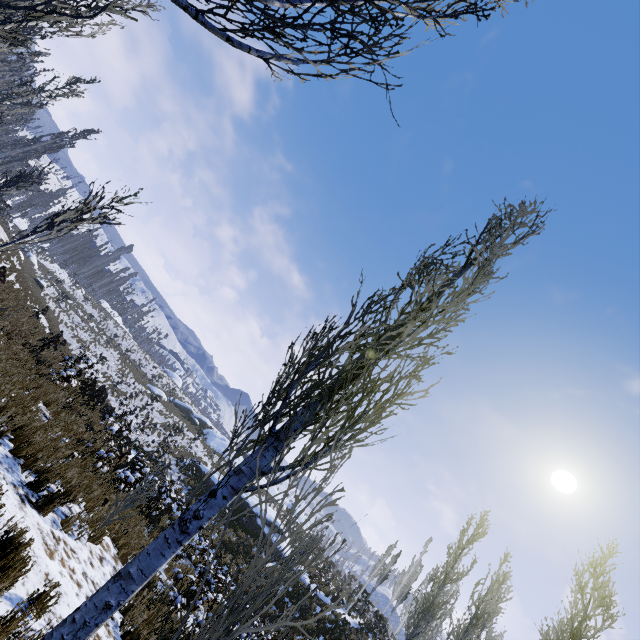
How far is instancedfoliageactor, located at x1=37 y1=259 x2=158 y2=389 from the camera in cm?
4115

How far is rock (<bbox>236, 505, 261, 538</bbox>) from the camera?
22.7m

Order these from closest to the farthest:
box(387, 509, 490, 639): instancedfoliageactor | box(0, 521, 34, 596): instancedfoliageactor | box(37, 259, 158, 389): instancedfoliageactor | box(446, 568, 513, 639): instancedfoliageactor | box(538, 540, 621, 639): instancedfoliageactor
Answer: box(0, 521, 34, 596): instancedfoliageactor < box(446, 568, 513, 639): instancedfoliageactor < box(538, 540, 621, 639): instancedfoliageactor < box(387, 509, 490, 639): instancedfoliageactor < box(37, 259, 158, 389): instancedfoliageactor

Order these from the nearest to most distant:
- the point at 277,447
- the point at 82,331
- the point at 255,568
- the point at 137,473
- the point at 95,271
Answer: the point at 255,568, the point at 277,447, the point at 137,473, the point at 82,331, the point at 95,271

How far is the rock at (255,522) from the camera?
22.7m

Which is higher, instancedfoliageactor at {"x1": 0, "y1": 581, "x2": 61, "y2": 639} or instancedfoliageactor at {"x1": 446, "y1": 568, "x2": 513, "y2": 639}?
instancedfoliageactor at {"x1": 446, "y1": 568, "x2": 513, "y2": 639}

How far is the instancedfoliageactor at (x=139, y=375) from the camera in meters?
41.1 m

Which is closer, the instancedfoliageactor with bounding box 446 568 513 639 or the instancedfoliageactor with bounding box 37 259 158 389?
the instancedfoliageactor with bounding box 446 568 513 639
